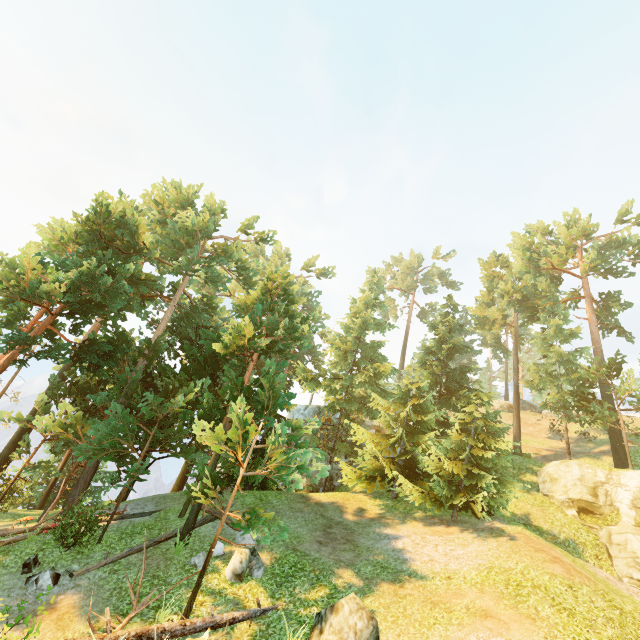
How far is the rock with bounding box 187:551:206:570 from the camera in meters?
11.8 m

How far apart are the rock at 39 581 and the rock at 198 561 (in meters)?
3.97

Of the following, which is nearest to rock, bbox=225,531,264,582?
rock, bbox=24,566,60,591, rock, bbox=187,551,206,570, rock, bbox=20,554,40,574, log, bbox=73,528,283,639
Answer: rock, bbox=187,551,206,570

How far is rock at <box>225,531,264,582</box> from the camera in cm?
1123

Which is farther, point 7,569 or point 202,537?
point 202,537

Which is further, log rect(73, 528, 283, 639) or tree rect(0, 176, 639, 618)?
tree rect(0, 176, 639, 618)

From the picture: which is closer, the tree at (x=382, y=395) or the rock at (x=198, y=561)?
the rock at (x=198, y=561)

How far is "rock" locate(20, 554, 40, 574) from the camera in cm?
1101
